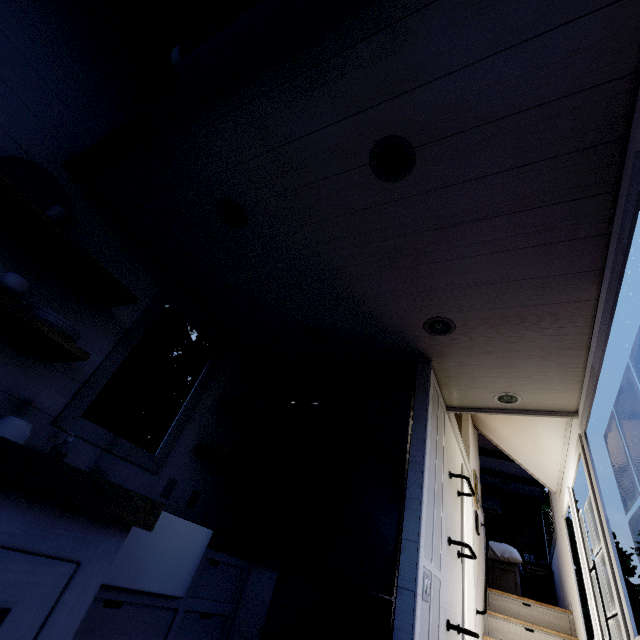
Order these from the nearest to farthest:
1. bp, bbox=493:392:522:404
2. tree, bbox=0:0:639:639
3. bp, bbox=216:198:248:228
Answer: tree, bbox=0:0:639:639 → bp, bbox=216:198:248:228 → bp, bbox=493:392:522:404

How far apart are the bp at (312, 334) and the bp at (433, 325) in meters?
0.8

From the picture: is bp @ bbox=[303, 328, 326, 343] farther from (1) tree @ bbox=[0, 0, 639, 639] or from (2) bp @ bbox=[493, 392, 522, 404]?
(2) bp @ bbox=[493, 392, 522, 404]

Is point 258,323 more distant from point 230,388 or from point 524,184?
point 524,184

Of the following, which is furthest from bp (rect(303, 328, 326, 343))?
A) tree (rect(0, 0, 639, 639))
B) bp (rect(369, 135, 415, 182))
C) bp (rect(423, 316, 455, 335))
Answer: bp (rect(369, 135, 415, 182))

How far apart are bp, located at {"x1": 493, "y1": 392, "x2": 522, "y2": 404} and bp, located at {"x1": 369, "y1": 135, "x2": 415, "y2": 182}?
2.01m

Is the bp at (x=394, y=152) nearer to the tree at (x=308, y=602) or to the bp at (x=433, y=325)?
the tree at (x=308, y=602)

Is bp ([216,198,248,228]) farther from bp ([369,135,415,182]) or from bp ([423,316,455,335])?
bp ([423,316,455,335])
